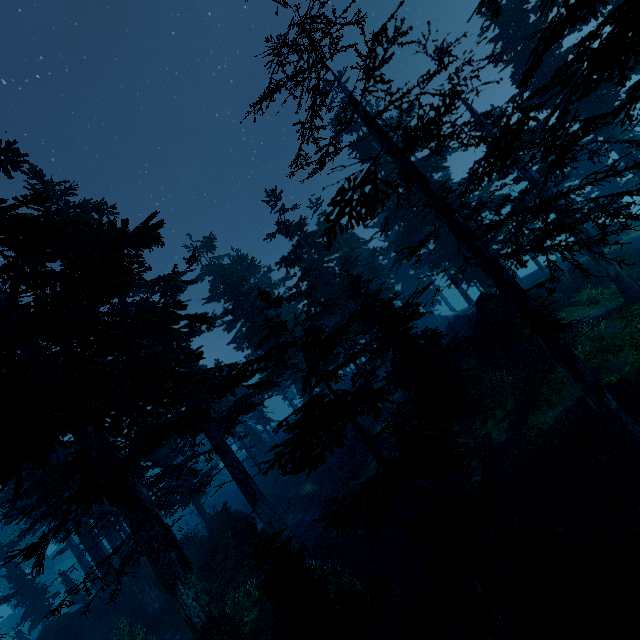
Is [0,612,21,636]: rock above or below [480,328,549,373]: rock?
above

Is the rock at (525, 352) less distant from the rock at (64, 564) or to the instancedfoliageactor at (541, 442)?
the instancedfoliageactor at (541, 442)

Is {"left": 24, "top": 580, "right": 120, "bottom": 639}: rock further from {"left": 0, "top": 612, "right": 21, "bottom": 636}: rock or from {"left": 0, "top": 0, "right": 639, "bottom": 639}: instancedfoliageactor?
{"left": 0, "top": 612, "right": 21, "bottom": 636}: rock

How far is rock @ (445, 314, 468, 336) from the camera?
31.5 meters

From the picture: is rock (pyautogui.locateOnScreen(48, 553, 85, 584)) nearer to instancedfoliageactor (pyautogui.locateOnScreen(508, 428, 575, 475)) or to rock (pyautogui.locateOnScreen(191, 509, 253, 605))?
instancedfoliageactor (pyautogui.locateOnScreen(508, 428, 575, 475))

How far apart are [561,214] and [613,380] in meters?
8.8 m

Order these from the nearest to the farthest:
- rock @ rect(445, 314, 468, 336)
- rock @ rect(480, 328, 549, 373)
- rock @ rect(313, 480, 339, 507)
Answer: rock @ rect(480, 328, 549, 373), rock @ rect(313, 480, 339, 507), rock @ rect(445, 314, 468, 336)

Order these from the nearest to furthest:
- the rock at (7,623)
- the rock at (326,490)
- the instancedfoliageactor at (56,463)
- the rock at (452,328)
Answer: the instancedfoliageactor at (56,463) < the rock at (326,490) < the rock at (452,328) < the rock at (7,623)
